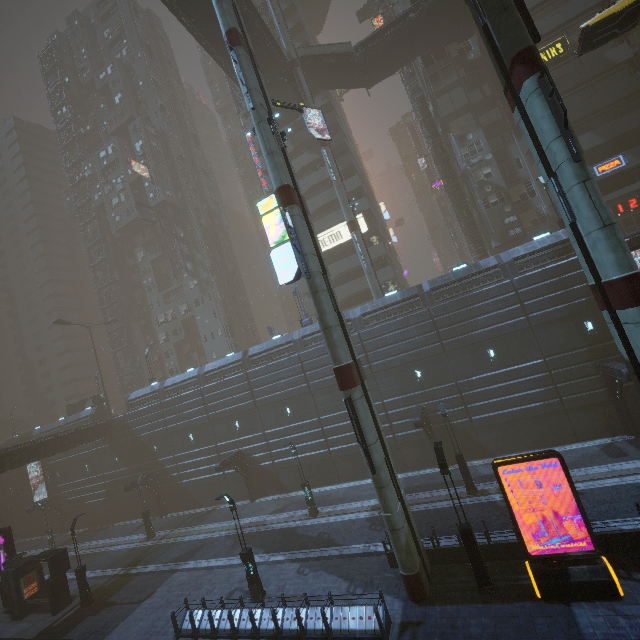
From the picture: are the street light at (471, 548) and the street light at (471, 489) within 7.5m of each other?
yes

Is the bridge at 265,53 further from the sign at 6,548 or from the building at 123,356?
the sign at 6,548

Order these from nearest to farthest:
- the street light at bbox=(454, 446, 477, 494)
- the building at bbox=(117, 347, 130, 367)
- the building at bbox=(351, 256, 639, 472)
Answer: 1. the street light at bbox=(454, 446, 477, 494)
2. the building at bbox=(351, 256, 639, 472)
3. the building at bbox=(117, 347, 130, 367)

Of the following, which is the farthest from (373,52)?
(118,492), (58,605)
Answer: (118,492)

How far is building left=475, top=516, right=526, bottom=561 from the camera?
13.76m

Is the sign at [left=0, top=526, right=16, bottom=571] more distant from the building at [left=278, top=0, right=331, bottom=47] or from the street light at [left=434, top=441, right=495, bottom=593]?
the street light at [left=434, top=441, right=495, bottom=593]

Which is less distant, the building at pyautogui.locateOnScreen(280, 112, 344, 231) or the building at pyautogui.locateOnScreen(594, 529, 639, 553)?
the building at pyautogui.locateOnScreen(594, 529, 639, 553)

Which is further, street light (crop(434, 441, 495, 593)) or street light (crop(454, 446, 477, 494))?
street light (crop(454, 446, 477, 494))
